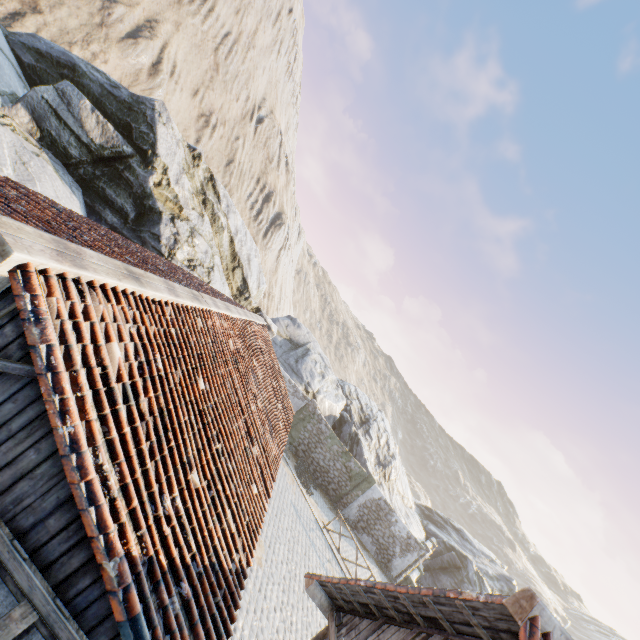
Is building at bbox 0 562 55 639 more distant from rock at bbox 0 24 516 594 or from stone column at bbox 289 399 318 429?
stone column at bbox 289 399 318 429

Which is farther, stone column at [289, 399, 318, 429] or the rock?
stone column at [289, 399, 318, 429]

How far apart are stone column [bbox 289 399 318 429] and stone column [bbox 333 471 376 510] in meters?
5.5

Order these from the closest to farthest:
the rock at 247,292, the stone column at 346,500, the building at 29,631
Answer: the building at 29,631 < the rock at 247,292 < the stone column at 346,500

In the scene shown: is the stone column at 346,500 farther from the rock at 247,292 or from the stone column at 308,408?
the stone column at 308,408

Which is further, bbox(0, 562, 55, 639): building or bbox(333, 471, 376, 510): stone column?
bbox(333, 471, 376, 510): stone column

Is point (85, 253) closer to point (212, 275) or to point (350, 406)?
point (212, 275)

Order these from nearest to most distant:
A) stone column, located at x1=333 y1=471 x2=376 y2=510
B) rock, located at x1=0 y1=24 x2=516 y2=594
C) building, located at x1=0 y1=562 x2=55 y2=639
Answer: building, located at x1=0 y1=562 x2=55 y2=639 → rock, located at x1=0 y1=24 x2=516 y2=594 → stone column, located at x1=333 y1=471 x2=376 y2=510
